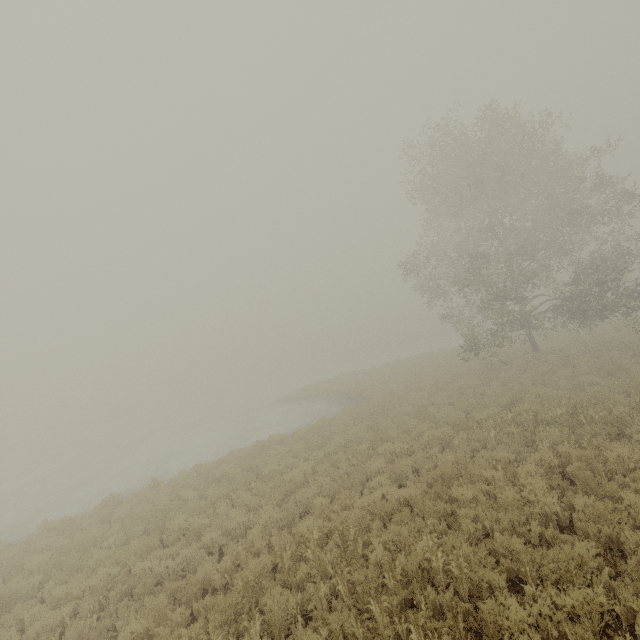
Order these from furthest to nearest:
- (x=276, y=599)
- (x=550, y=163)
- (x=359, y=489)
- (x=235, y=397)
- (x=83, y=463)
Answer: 1. (x=235, y=397)
2. (x=83, y=463)
3. (x=550, y=163)
4. (x=359, y=489)
5. (x=276, y=599)
